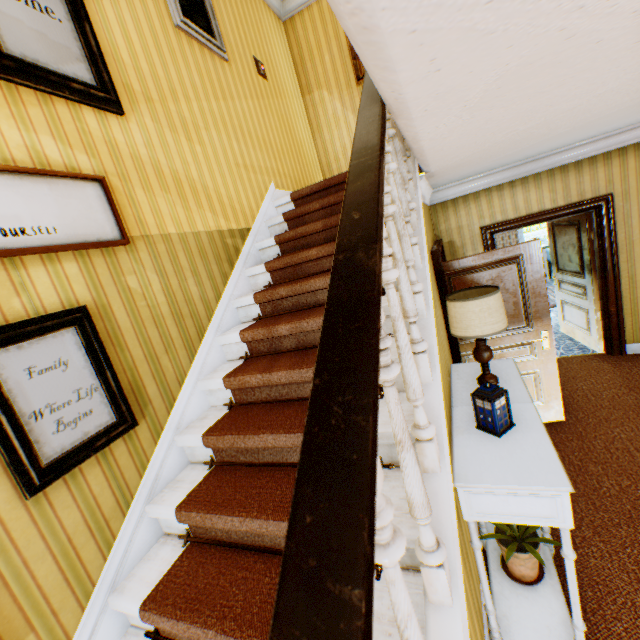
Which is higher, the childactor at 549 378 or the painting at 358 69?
the painting at 358 69

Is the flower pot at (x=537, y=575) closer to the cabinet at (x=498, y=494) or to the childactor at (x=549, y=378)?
the cabinet at (x=498, y=494)

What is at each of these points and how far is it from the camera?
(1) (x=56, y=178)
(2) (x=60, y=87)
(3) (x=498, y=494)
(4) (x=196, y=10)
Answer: (1) picture frame, 1.73m
(2) picture frame, 1.83m
(3) cabinet, 1.71m
(4) picture frame, 3.15m

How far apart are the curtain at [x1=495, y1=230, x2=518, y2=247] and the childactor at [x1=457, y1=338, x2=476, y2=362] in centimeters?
753cm

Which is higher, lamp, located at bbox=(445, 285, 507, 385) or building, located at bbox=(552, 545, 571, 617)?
lamp, located at bbox=(445, 285, 507, 385)

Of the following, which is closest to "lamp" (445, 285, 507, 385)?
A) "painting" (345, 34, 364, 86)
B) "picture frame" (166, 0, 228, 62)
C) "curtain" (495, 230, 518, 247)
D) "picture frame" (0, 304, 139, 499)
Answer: "picture frame" (0, 304, 139, 499)

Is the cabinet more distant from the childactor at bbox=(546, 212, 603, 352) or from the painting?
the painting

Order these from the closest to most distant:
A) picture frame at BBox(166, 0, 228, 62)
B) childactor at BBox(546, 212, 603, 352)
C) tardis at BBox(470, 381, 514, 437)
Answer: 1. tardis at BBox(470, 381, 514, 437)
2. picture frame at BBox(166, 0, 228, 62)
3. childactor at BBox(546, 212, 603, 352)
